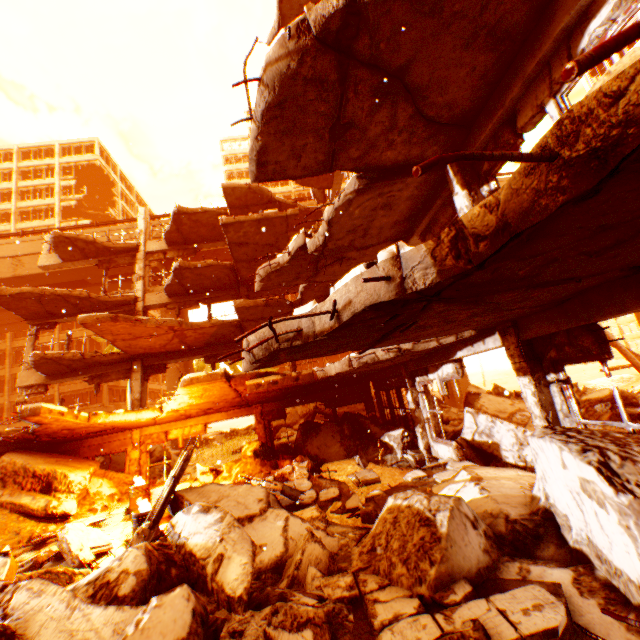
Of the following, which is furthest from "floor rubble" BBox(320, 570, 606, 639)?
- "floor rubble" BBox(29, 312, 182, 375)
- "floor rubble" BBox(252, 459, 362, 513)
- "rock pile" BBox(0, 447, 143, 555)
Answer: "floor rubble" BBox(29, 312, 182, 375)

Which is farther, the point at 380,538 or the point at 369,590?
the point at 380,538

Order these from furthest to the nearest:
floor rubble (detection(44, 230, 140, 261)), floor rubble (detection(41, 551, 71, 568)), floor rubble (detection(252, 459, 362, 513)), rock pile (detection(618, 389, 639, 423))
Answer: floor rubble (detection(44, 230, 140, 261)) < rock pile (detection(618, 389, 639, 423)) < floor rubble (detection(252, 459, 362, 513)) < floor rubble (detection(41, 551, 71, 568))

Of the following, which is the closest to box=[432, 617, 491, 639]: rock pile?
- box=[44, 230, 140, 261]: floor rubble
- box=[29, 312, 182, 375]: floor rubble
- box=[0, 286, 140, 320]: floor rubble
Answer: box=[29, 312, 182, 375]: floor rubble

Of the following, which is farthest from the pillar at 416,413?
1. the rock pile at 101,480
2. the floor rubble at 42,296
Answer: the floor rubble at 42,296

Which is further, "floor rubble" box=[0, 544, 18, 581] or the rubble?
the rubble

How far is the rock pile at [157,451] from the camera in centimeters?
1538cm

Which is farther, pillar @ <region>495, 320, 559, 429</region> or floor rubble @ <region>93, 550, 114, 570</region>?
floor rubble @ <region>93, 550, 114, 570</region>
